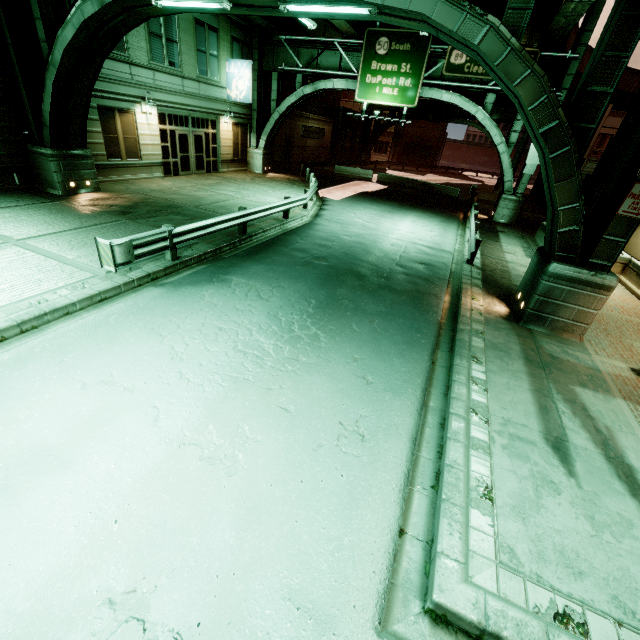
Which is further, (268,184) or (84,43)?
(268,184)

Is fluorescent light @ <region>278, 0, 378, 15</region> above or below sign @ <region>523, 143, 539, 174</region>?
above

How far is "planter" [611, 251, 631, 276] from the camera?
13.0m

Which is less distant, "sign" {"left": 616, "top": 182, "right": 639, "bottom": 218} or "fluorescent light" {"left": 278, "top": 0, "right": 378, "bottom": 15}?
"sign" {"left": 616, "top": 182, "right": 639, "bottom": 218}

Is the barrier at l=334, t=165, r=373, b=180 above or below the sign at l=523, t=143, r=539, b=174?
below

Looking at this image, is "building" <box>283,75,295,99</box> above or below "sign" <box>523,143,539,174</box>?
above

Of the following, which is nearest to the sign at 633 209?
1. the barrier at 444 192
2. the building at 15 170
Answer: the building at 15 170

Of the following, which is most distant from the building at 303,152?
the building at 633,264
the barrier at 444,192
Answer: the building at 633,264
